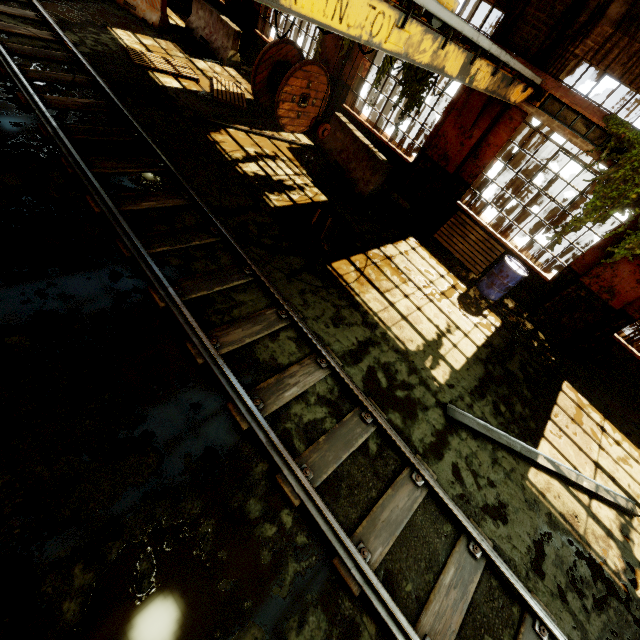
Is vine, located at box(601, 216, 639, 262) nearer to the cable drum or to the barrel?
the barrel

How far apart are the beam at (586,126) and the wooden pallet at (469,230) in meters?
2.7

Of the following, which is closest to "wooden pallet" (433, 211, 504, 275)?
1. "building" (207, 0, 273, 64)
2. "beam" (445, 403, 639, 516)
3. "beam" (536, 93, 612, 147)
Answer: "building" (207, 0, 273, 64)

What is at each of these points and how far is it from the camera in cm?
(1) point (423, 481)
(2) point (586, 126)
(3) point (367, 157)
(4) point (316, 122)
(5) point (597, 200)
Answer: (1) rail track, 422
(2) beam, 634
(3) concrete barricade, 862
(4) overhead crane, 438
(5) vine, 640

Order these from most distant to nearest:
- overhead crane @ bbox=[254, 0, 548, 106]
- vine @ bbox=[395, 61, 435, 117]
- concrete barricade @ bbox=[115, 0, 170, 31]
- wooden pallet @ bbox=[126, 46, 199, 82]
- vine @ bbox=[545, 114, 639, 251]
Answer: concrete barricade @ bbox=[115, 0, 170, 31], wooden pallet @ bbox=[126, 46, 199, 82], vine @ bbox=[395, 61, 435, 117], vine @ bbox=[545, 114, 639, 251], overhead crane @ bbox=[254, 0, 548, 106]

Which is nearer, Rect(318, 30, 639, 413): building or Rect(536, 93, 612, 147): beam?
Rect(536, 93, 612, 147): beam

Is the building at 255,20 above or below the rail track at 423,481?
above

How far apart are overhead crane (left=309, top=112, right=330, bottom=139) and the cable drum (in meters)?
5.29
